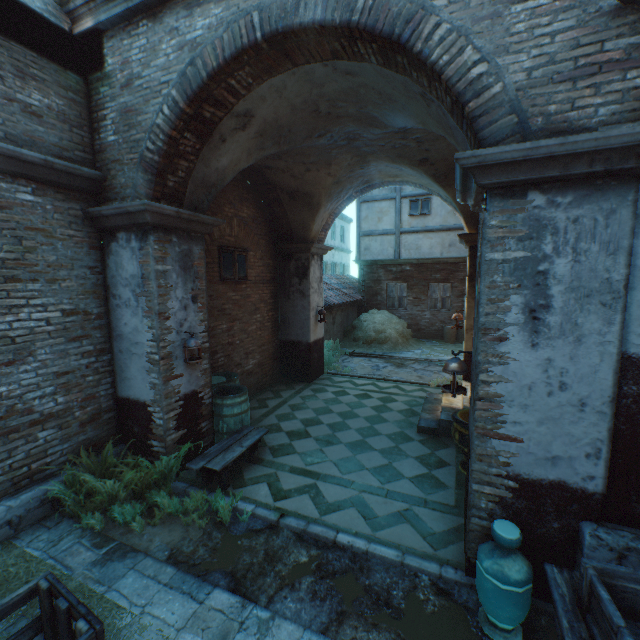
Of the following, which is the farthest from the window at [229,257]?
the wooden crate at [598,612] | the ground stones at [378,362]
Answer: the wooden crate at [598,612]

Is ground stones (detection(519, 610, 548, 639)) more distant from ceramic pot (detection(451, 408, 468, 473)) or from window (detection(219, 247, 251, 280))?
window (detection(219, 247, 251, 280))

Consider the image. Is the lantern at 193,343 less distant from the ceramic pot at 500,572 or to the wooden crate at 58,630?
the wooden crate at 58,630

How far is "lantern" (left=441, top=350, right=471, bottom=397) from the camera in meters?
3.4

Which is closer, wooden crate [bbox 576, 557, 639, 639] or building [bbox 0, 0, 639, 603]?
wooden crate [bbox 576, 557, 639, 639]

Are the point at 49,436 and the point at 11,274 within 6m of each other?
yes

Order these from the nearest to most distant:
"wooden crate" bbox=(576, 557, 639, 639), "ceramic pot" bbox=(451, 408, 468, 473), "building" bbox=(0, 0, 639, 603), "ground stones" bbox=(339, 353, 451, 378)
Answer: "wooden crate" bbox=(576, 557, 639, 639)
"building" bbox=(0, 0, 639, 603)
"ceramic pot" bbox=(451, 408, 468, 473)
"ground stones" bbox=(339, 353, 451, 378)

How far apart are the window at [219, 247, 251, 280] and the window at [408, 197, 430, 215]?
9.9m
